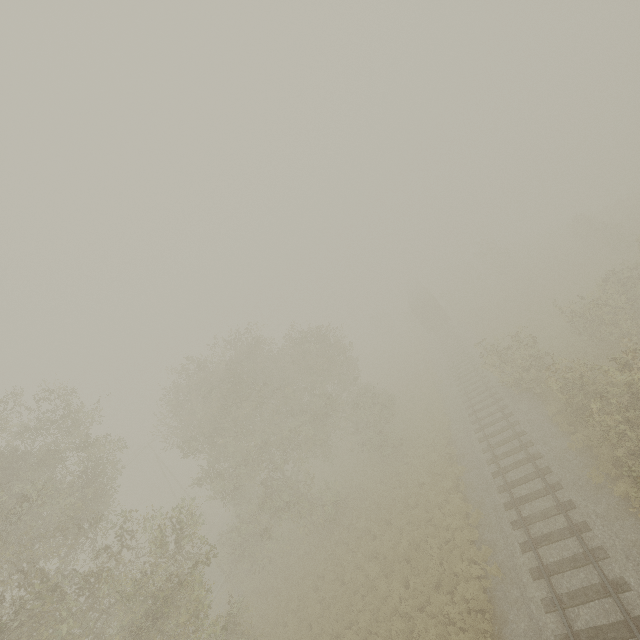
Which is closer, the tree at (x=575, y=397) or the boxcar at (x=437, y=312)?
the tree at (x=575, y=397)

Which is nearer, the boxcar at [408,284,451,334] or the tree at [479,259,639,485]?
the tree at [479,259,639,485]

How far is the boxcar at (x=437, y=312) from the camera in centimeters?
4116cm

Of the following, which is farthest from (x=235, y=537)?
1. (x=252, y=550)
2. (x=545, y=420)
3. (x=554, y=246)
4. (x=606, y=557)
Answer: (x=554, y=246)

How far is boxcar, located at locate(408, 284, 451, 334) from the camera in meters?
41.2
